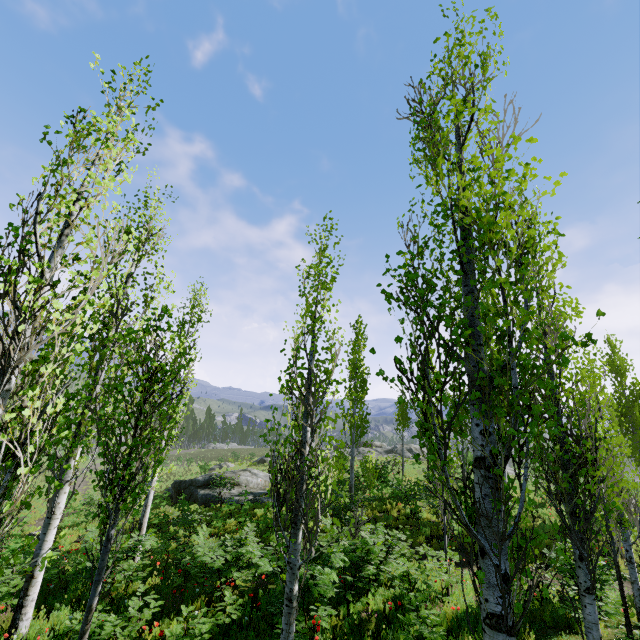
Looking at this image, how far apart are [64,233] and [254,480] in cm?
2374

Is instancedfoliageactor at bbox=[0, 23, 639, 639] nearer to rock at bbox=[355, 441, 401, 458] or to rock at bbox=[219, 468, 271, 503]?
rock at bbox=[355, 441, 401, 458]

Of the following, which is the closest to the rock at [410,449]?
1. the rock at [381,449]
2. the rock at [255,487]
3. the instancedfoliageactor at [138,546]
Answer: the instancedfoliageactor at [138,546]

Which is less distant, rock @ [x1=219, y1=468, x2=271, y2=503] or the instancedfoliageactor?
the instancedfoliageactor

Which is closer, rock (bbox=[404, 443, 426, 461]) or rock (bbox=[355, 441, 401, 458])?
rock (bbox=[404, 443, 426, 461])

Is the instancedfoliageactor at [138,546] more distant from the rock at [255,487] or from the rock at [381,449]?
the rock at [255,487]

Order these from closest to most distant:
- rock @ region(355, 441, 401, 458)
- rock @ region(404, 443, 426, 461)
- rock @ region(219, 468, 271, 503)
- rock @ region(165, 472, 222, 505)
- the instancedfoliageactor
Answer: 1. the instancedfoliageactor
2. rock @ region(219, 468, 271, 503)
3. rock @ region(165, 472, 222, 505)
4. rock @ region(404, 443, 426, 461)
5. rock @ region(355, 441, 401, 458)
